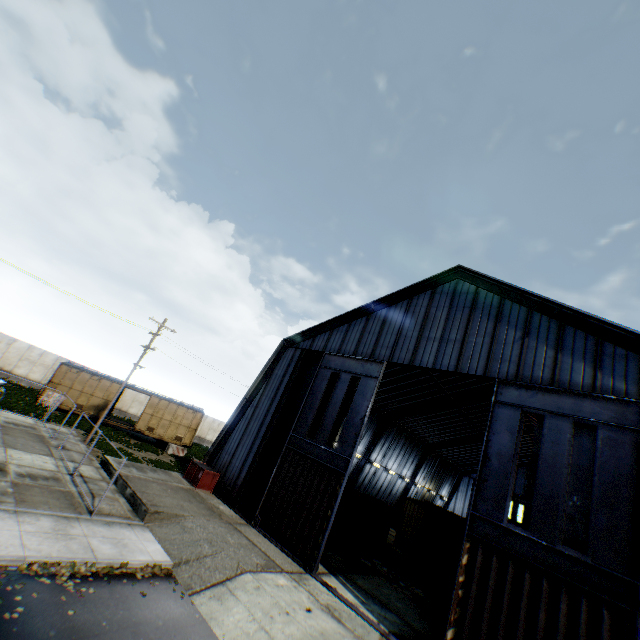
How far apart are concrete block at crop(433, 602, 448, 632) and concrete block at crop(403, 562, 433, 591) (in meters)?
4.93

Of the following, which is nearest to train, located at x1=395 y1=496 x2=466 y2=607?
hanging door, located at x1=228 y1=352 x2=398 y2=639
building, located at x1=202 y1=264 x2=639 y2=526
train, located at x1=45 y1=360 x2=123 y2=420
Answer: hanging door, located at x1=228 y1=352 x2=398 y2=639

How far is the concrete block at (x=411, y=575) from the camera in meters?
19.9 m

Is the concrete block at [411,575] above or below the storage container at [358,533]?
below

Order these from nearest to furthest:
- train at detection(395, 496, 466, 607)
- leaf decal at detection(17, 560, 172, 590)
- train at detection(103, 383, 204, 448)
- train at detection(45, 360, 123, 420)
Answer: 1. leaf decal at detection(17, 560, 172, 590)
2. train at detection(395, 496, 466, 607)
3. train at detection(45, 360, 123, 420)
4. train at detection(103, 383, 204, 448)

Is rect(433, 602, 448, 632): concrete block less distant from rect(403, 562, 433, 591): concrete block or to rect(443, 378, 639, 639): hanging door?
rect(443, 378, 639, 639): hanging door

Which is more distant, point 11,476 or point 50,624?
point 11,476

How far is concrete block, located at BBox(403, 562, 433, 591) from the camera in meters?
19.9 m
